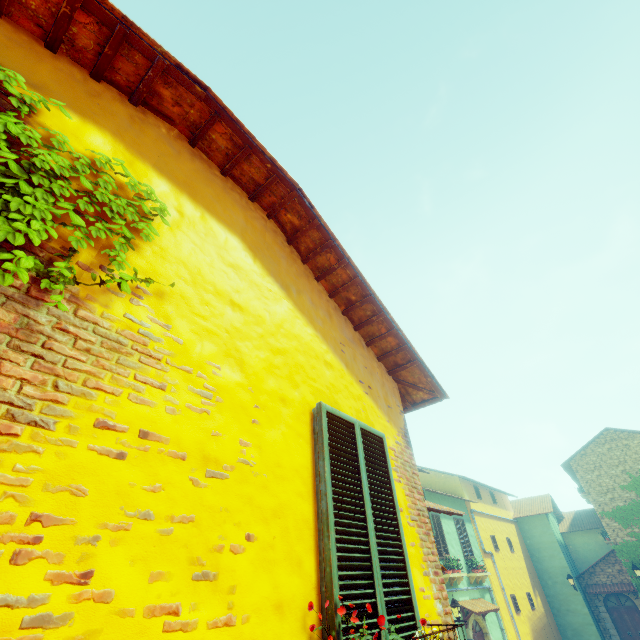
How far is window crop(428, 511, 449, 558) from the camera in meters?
12.9 m

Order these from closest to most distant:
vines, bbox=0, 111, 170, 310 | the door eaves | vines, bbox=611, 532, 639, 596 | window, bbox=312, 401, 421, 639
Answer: vines, bbox=0, 111, 170, 310 → window, bbox=312, 401, 421, 639 → the door eaves → vines, bbox=611, 532, 639, 596

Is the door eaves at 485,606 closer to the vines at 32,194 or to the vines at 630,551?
the vines at 630,551

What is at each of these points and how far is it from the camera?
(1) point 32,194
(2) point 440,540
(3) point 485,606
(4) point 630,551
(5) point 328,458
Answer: (1) vines, 1.67m
(2) window, 14.05m
(3) door eaves, 13.19m
(4) vines, 17.17m
(5) window, 2.56m

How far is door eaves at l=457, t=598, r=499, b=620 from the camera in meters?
12.4 m

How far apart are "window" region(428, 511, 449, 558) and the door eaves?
1.3 meters

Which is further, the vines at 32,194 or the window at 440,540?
the window at 440,540

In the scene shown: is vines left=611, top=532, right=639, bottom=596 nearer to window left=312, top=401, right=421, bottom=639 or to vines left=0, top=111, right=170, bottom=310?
window left=312, top=401, right=421, bottom=639
